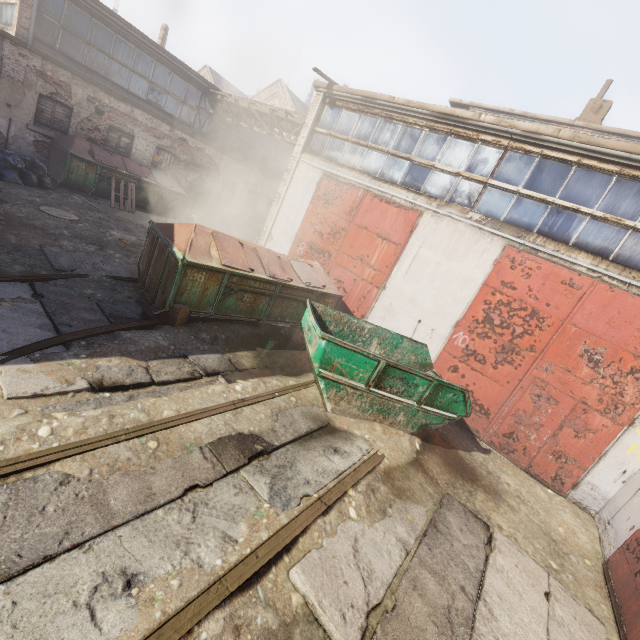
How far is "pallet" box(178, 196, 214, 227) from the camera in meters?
14.8 m

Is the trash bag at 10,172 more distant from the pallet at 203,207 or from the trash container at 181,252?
the trash container at 181,252

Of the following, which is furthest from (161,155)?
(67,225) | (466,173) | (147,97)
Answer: (466,173)

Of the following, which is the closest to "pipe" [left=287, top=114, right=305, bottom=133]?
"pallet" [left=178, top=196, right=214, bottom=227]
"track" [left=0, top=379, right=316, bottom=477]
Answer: "pallet" [left=178, top=196, right=214, bottom=227]

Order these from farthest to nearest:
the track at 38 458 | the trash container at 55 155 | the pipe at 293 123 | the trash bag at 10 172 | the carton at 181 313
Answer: the pipe at 293 123, the trash container at 55 155, the trash bag at 10 172, the carton at 181 313, the track at 38 458

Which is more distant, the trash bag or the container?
the trash bag

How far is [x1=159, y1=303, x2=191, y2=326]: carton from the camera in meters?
6.0 m

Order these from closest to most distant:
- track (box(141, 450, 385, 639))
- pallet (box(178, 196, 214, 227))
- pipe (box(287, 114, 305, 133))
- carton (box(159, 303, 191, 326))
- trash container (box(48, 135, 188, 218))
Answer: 1. track (box(141, 450, 385, 639))
2. carton (box(159, 303, 191, 326))
3. trash container (box(48, 135, 188, 218))
4. pipe (box(287, 114, 305, 133))
5. pallet (box(178, 196, 214, 227))
